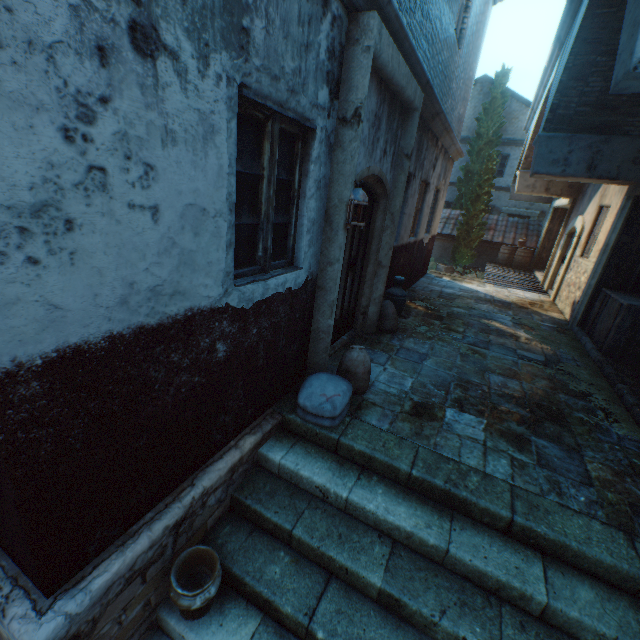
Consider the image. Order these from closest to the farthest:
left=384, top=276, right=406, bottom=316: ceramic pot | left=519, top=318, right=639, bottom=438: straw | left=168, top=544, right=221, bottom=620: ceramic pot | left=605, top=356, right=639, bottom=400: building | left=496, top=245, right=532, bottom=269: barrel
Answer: left=168, top=544, right=221, bottom=620: ceramic pot
left=519, top=318, right=639, bottom=438: straw
left=605, top=356, right=639, bottom=400: building
left=384, top=276, right=406, bottom=316: ceramic pot
left=496, top=245, right=532, bottom=269: barrel

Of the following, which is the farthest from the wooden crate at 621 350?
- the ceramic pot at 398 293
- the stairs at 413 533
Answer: the stairs at 413 533

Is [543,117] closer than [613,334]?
No

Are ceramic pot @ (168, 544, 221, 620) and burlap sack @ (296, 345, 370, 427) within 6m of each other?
yes

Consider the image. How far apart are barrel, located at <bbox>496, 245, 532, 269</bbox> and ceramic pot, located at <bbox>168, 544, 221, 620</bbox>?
17.3 meters

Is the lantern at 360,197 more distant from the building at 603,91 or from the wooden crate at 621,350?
the wooden crate at 621,350

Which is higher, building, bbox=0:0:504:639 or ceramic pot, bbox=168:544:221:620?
building, bbox=0:0:504:639

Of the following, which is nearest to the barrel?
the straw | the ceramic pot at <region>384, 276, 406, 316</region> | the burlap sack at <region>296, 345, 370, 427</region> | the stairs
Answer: the straw
